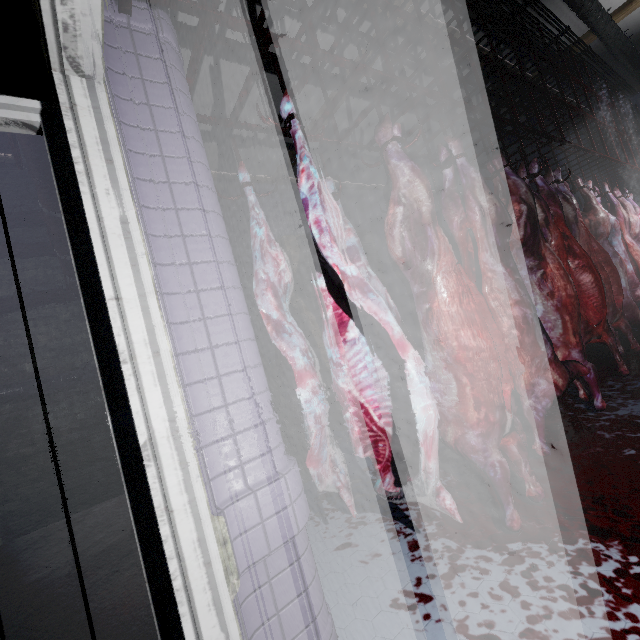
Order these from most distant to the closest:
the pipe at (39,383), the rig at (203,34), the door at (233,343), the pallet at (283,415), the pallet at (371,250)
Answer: the pallet at (371,250) < the pipe at (39,383) < the pallet at (283,415) < the rig at (203,34) < the door at (233,343)

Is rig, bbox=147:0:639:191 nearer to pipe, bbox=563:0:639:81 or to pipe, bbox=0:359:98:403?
pipe, bbox=563:0:639:81

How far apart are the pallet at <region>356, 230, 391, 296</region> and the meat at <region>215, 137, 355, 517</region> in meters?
2.1

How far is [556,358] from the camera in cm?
187

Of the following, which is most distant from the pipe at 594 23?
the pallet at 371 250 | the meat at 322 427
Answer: the pallet at 371 250

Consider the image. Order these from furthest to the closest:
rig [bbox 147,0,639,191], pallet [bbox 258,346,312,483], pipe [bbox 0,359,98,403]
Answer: pipe [bbox 0,359,98,403], pallet [bbox 258,346,312,483], rig [bbox 147,0,639,191]

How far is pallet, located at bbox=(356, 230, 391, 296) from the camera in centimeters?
470cm
